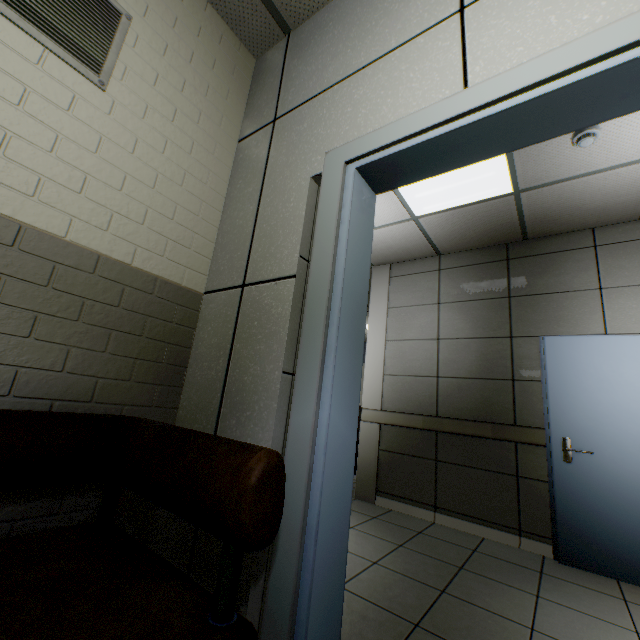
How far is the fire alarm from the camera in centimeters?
233cm

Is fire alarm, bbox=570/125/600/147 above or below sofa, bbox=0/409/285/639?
above

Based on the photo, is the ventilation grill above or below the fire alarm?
below

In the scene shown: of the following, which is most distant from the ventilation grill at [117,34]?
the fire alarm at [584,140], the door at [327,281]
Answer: the fire alarm at [584,140]

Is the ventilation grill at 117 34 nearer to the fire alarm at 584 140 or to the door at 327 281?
the door at 327 281

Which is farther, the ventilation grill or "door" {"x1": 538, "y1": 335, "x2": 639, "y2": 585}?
"door" {"x1": 538, "y1": 335, "x2": 639, "y2": 585}

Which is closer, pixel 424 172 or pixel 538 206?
pixel 424 172

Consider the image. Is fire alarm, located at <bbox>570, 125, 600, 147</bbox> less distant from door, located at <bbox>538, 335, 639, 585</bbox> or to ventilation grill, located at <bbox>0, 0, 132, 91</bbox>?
door, located at <bbox>538, 335, 639, 585</bbox>
